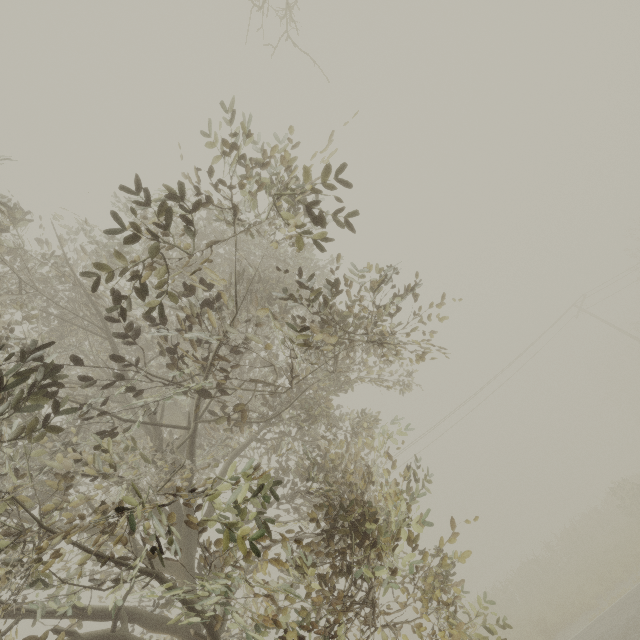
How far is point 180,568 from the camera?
5.2 meters
